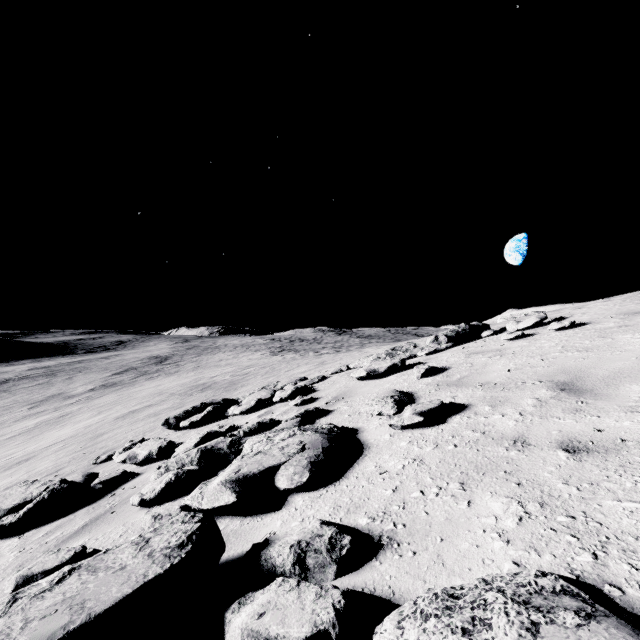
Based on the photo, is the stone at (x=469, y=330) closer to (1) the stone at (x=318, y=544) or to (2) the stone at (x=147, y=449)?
(1) the stone at (x=318, y=544)

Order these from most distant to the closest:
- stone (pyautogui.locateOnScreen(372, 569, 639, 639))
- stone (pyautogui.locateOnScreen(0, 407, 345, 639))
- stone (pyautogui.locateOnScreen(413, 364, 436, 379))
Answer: A: stone (pyautogui.locateOnScreen(413, 364, 436, 379)) < stone (pyautogui.locateOnScreen(0, 407, 345, 639)) < stone (pyautogui.locateOnScreen(372, 569, 639, 639))

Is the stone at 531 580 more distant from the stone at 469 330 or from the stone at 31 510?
the stone at 469 330

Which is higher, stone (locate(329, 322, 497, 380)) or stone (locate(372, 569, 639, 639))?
stone (locate(329, 322, 497, 380))

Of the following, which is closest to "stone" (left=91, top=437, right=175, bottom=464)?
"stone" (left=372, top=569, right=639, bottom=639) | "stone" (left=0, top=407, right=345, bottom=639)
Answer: "stone" (left=0, top=407, right=345, bottom=639)

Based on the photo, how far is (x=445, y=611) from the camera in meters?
1.3 m

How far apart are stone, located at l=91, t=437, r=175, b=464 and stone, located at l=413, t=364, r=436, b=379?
5.07m

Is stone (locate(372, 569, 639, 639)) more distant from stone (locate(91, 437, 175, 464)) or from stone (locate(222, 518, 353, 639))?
stone (locate(91, 437, 175, 464))
